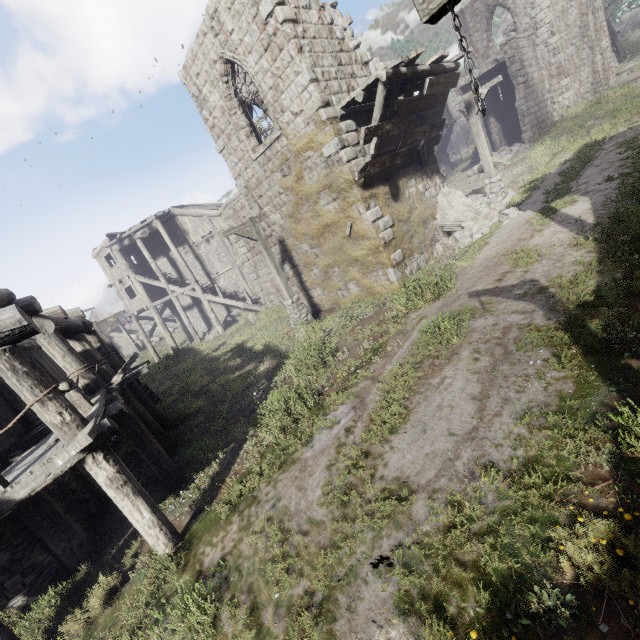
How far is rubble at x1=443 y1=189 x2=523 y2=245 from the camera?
12.0m

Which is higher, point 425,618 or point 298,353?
point 298,353

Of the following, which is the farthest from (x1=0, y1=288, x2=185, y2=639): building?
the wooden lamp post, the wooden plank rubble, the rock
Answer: the rock

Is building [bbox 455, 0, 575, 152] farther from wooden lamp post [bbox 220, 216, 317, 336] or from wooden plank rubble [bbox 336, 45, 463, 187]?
wooden lamp post [bbox 220, 216, 317, 336]

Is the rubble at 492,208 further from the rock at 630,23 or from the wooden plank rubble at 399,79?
the rock at 630,23

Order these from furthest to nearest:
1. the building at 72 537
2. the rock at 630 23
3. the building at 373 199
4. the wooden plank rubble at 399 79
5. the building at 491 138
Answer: the rock at 630 23, the building at 491 138, the building at 373 199, the wooden plank rubble at 399 79, the building at 72 537

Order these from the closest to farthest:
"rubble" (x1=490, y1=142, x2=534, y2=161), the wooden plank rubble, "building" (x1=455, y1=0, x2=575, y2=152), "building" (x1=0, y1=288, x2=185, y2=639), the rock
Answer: "building" (x1=0, y1=288, x2=185, y2=639)
the wooden plank rubble
"rubble" (x1=490, y1=142, x2=534, y2=161)
"building" (x1=455, y1=0, x2=575, y2=152)
the rock
